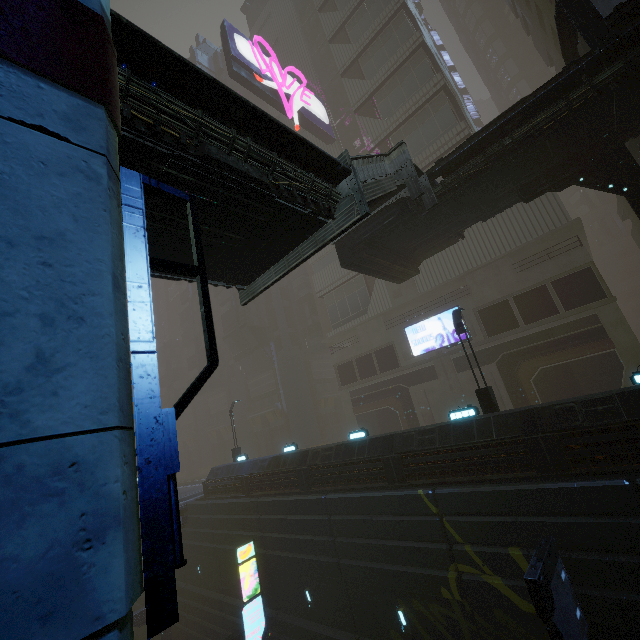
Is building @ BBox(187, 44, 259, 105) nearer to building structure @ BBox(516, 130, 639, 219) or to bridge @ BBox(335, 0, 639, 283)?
building structure @ BBox(516, 130, 639, 219)

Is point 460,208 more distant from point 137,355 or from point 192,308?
point 192,308

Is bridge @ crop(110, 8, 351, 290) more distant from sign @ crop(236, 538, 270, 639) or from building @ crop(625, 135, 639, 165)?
sign @ crop(236, 538, 270, 639)

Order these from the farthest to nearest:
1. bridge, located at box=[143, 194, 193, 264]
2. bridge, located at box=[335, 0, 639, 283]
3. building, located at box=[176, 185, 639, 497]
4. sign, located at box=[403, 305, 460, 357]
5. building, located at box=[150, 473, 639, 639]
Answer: sign, located at box=[403, 305, 460, 357] → building, located at box=[176, 185, 639, 497] → bridge, located at box=[335, 0, 639, 283] → building, located at box=[150, 473, 639, 639] → bridge, located at box=[143, 194, 193, 264]

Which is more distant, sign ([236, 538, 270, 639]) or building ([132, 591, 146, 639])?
building ([132, 591, 146, 639])

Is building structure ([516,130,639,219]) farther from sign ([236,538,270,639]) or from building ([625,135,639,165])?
sign ([236,538,270,639])

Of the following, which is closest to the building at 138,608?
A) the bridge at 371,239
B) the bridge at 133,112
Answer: the bridge at 371,239

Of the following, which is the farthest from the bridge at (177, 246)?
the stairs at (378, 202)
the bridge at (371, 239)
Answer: the bridge at (371, 239)
